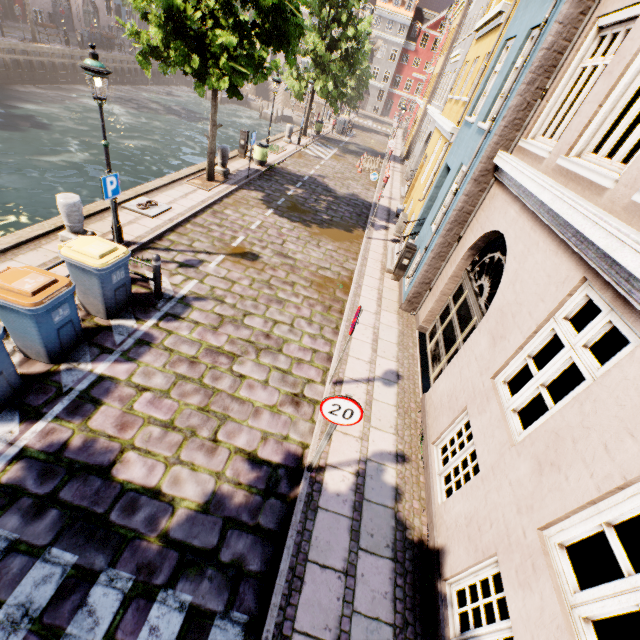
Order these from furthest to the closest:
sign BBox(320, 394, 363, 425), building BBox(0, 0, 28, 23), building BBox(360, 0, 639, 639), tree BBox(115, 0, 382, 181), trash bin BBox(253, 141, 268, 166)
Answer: building BBox(0, 0, 28, 23), trash bin BBox(253, 141, 268, 166), tree BBox(115, 0, 382, 181), sign BBox(320, 394, 363, 425), building BBox(360, 0, 639, 639)

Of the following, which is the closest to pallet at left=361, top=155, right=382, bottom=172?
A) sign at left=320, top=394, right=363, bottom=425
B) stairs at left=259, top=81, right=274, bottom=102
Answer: sign at left=320, top=394, right=363, bottom=425

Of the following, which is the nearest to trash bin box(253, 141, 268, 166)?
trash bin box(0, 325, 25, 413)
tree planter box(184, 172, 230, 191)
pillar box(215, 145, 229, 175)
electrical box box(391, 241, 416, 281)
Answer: pillar box(215, 145, 229, 175)

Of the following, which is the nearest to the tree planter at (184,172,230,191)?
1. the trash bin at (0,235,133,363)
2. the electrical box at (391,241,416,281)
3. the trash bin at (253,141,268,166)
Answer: the trash bin at (253,141,268,166)

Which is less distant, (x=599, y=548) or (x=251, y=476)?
(x=251, y=476)

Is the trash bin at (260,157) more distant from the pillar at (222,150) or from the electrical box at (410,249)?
the electrical box at (410,249)

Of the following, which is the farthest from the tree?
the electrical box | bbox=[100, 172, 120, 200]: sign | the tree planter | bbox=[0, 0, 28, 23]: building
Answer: the electrical box

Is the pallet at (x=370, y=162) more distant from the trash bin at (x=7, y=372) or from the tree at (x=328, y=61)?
the trash bin at (x=7, y=372)
